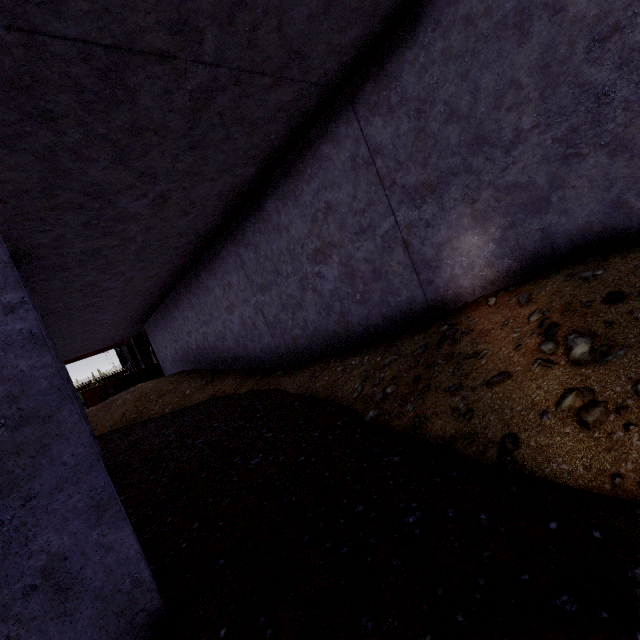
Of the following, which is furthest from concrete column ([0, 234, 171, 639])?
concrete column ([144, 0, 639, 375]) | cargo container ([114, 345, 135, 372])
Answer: cargo container ([114, 345, 135, 372])

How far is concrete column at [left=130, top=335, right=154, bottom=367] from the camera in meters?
19.4 m

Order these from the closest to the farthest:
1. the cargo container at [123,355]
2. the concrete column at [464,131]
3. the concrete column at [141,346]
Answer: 1. the concrete column at [464,131]
2. the concrete column at [141,346]
3. the cargo container at [123,355]

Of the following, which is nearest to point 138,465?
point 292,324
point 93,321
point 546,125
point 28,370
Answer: point 292,324

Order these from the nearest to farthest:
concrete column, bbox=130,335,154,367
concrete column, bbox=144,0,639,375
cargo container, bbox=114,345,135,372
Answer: concrete column, bbox=144,0,639,375, concrete column, bbox=130,335,154,367, cargo container, bbox=114,345,135,372

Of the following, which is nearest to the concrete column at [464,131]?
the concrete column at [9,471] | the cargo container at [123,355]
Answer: the concrete column at [9,471]

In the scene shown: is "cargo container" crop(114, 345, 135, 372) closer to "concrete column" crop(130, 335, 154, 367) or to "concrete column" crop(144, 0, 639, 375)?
"concrete column" crop(130, 335, 154, 367)

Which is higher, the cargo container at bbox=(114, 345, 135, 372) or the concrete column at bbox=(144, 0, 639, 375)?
the cargo container at bbox=(114, 345, 135, 372)
